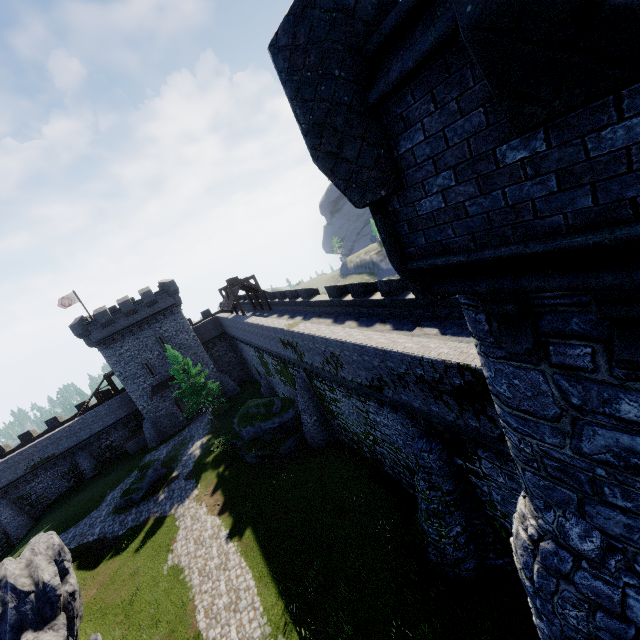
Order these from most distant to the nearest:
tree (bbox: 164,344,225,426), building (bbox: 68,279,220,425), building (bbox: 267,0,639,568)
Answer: building (bbox: 68,279,220,425)
tree (bbox: 164,344,225,426)
building (bbox: 267,0,639,568)

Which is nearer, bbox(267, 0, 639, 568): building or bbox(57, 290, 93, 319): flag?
bbox(267, 0, 639, 568): building

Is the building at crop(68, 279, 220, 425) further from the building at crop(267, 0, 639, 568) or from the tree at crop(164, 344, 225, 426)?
the building at crop(267, 0, 639, 568)

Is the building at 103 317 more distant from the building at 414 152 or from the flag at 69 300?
the building at 414 152

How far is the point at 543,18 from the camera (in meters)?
1.56

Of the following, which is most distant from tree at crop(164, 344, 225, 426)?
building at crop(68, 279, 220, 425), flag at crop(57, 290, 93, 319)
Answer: flag at crop(57, 290, 93, 319)

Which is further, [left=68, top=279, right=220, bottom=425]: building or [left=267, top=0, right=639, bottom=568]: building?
[left=68, top=279, right=220, bottom=425]: building

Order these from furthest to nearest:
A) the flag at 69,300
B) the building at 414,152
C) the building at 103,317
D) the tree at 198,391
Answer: the flag at 69,300, the building at 103,317, the tree at 198,391, the building at 414,152
